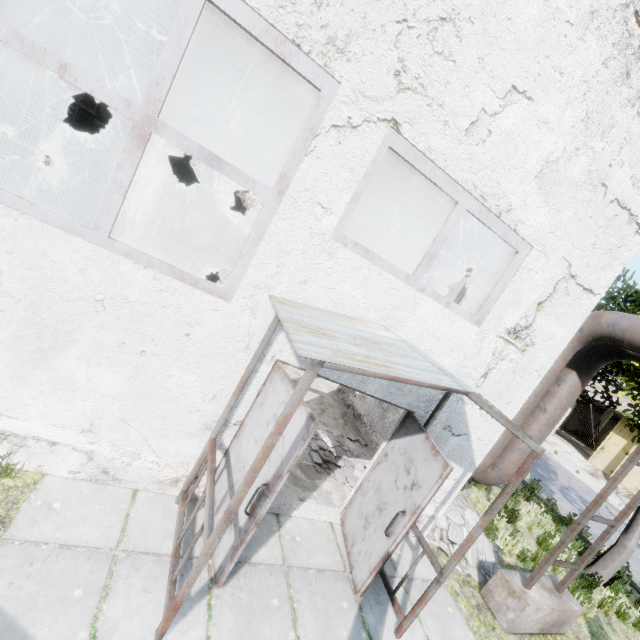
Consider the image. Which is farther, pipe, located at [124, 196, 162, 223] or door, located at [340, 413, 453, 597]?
pipe, located at [124, 196, 162, 223]

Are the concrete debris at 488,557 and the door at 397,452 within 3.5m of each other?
yes

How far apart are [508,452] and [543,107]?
6.46m

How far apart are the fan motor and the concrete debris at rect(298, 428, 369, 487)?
5.11m

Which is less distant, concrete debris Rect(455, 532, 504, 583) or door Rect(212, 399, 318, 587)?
door Rect(212, 399, 318, 587)

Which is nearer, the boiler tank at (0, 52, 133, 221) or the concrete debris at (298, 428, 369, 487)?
the concrete debris at (298, 428, 369, 487)

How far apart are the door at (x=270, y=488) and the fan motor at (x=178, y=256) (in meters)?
6.66

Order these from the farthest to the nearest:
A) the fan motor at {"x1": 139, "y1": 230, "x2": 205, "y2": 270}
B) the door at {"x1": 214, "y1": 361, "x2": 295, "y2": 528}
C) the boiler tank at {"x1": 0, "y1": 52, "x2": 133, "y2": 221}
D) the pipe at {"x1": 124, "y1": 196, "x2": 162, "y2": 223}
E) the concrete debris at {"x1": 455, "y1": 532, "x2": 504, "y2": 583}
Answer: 1. the pipe at {"x1": 124, "y1": 196, "x2": 162, "y2": 223}
2. the fan motor at {"x1": 139, "y1": 230, "x2": 205, "y2": 270}
3. the boiler tank at {"x1": 0, "y1": 52, "x2": 133, "y2": 221}
4. the concrete debris at {"x1": 455, "y1": 532, "x2": 504, "y2": 583}
5. the door at {"x1": 214, "y1": 361, "x2": 295, "y2": 528}
